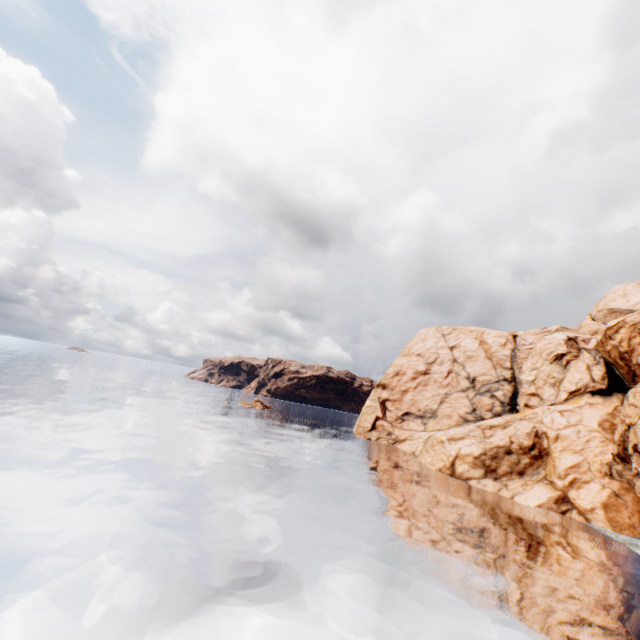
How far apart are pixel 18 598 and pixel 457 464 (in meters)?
41.60
